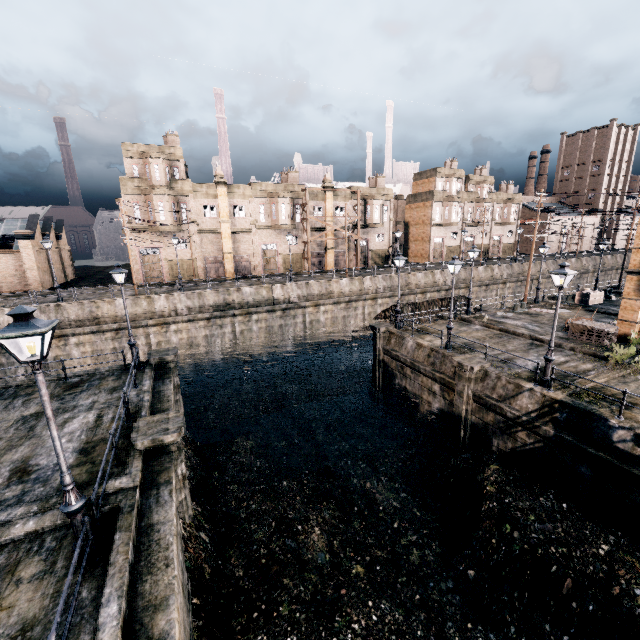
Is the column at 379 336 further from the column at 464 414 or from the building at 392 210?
the building at 392 210

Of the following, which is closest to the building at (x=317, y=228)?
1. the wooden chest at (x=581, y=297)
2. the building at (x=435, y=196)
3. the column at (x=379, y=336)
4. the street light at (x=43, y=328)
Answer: the building at (x=435, y=196)

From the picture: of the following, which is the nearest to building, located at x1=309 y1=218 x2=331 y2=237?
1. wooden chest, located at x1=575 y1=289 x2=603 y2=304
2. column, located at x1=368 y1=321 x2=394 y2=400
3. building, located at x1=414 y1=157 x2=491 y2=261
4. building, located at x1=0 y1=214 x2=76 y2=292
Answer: building, located at x1=414 y1=157 x2=491 y2=261

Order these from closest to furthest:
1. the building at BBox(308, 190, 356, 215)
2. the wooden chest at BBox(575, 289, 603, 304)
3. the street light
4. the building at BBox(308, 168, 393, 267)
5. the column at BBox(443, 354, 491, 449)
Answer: the street light
the column at BBox(443, 354, 491, 449)
the wooden chest at BBox(575, 289, 603, 304)
the building at BBox(308, 190, 356, 215)
the building at BBox(308, 168, 393, 267)

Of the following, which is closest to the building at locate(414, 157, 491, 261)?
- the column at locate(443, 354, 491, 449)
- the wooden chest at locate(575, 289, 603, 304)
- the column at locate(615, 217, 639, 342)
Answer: the wooden chest at locate(575, 289, 603, 304)

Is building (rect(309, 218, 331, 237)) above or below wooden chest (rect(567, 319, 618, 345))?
above

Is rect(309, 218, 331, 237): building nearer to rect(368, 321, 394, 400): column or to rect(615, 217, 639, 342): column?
rect(368, 321, 394, 400): column

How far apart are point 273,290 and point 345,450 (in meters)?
20.85
